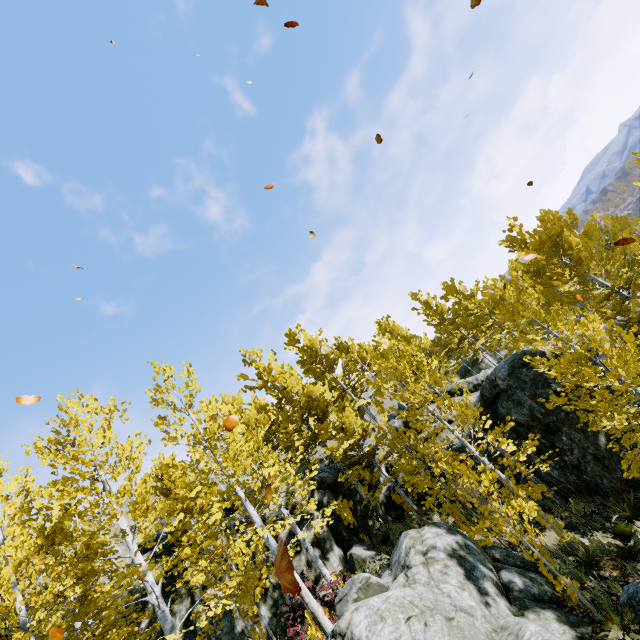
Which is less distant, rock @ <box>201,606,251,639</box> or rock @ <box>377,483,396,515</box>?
rock @ <box>201,606,251,639</box>

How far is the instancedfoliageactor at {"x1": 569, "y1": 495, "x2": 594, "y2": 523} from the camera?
11.0m

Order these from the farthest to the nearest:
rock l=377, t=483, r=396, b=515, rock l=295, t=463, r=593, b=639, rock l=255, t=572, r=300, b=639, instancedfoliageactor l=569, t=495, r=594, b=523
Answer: rock l=377, t=483, r=396, b=515 → rock l=255, t=572, r=300, b=639 → instancedfoliageactor l=569, t=495, r=594, b=523 → rock l=295, t=463, r=593, b=639

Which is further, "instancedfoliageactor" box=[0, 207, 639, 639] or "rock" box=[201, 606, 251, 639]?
"rock" box=[201, 606, 251, 639]

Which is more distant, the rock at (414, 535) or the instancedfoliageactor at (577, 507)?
the instancedfoliageactor at (577, 507)

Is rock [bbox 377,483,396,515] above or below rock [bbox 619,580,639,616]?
above

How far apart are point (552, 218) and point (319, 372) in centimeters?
1725cm

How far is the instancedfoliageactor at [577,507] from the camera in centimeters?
1102cm
